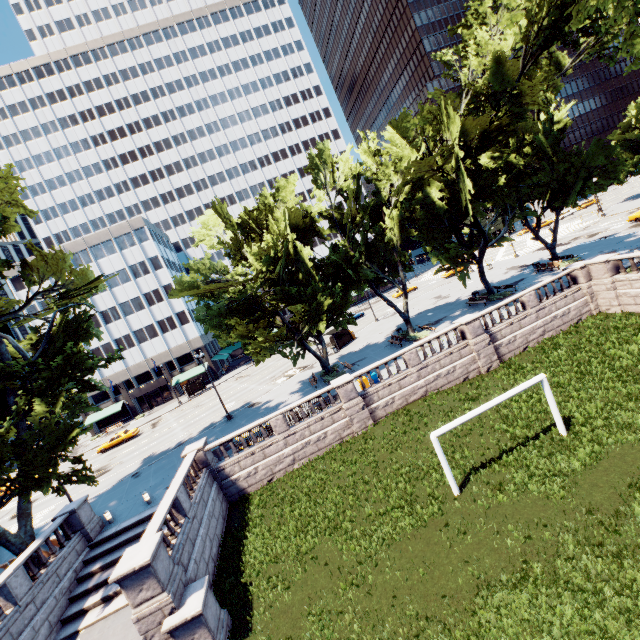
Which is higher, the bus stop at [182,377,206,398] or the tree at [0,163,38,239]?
the tree at [0,163,38,239]

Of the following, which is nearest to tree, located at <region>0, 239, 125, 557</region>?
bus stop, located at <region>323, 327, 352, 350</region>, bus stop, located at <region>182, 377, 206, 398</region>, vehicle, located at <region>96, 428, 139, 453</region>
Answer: bus stop, located at <region>323, 327, 352, 350</region>

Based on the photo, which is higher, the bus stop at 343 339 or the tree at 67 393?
the tree at 67 393

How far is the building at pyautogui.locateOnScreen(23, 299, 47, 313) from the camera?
55.59m

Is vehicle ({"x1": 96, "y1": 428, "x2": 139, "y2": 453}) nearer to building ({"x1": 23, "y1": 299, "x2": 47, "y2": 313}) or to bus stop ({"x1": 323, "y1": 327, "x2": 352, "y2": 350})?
building ({"x1": 23, "y1": 299, "x2": 47, "y2": 313})

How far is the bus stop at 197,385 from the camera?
53.56m

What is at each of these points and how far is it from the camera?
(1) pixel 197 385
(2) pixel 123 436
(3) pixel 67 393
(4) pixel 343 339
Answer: (1) bus stop, 55.28m
(2) vehicle, 42.41m
(3) tree, 20.39m
(4) bus stop, 41.47m

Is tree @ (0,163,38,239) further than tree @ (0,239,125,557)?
Yes
